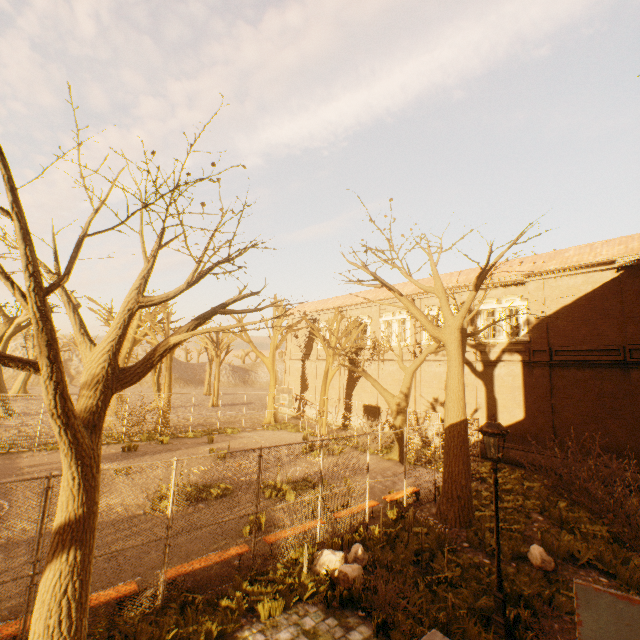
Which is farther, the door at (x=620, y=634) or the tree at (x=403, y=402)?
the tree at (x=403, y=402)

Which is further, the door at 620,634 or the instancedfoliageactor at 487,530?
the instancedfoliageactor at 487,530

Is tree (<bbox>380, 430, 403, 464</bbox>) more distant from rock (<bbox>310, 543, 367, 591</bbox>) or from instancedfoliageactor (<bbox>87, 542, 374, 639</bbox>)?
rock (<bbox>310, 543, 367, 591</bbox>)

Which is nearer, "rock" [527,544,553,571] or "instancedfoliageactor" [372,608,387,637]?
"instancedfoliageactor" [372,608,387,637]

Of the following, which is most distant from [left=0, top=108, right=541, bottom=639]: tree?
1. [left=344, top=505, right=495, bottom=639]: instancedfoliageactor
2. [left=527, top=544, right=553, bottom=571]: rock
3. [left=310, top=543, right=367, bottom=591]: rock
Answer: [left=310, top=543, right=367, bottom=591]: rock

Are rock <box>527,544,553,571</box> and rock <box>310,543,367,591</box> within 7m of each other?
yes

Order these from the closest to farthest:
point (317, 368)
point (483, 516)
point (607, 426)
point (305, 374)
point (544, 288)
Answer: point (483, 516)
point (607, 426)
point (544, 288)
point (317, 368)
point (305, 374)

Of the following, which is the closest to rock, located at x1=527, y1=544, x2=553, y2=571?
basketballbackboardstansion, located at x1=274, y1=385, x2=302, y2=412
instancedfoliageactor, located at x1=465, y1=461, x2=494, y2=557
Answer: instancedfoliageactor, located at x1=465, y1=461, x2=494, y2=557
